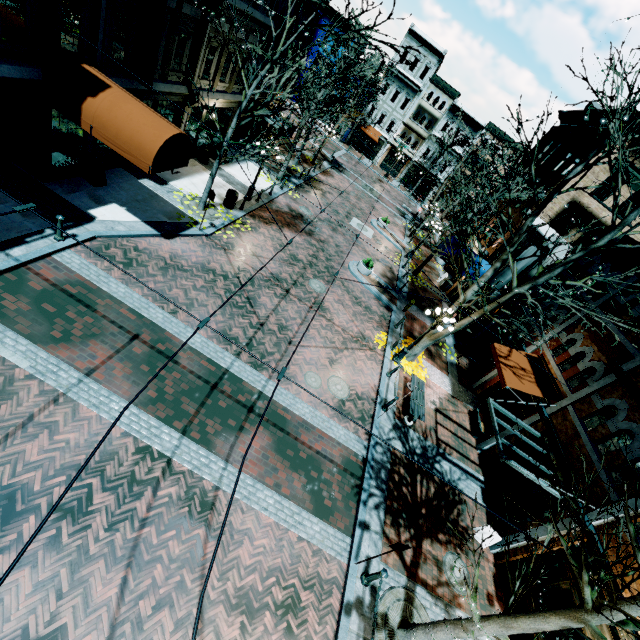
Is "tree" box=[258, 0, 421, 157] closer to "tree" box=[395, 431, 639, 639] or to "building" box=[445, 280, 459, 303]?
"building" box=[445, 280, 459, 303]

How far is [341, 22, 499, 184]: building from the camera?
39.22m

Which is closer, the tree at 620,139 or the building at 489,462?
the tree at 620,139

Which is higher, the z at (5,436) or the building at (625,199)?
the building at (625,199)

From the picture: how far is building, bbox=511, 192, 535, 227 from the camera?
21.39m

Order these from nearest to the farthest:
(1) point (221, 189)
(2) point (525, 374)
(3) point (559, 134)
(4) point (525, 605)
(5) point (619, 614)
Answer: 1. (5) point (619, 614)
2. (4) point (525, 605)
3. (2) point (525, 374)
4. (1) point (221, 189)
5. (3) point (559, 134)

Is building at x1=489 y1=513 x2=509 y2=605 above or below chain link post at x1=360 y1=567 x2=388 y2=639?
above

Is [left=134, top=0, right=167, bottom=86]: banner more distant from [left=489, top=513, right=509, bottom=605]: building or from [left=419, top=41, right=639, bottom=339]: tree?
[left=419, top=41, right=639, bottom=339]: tree
